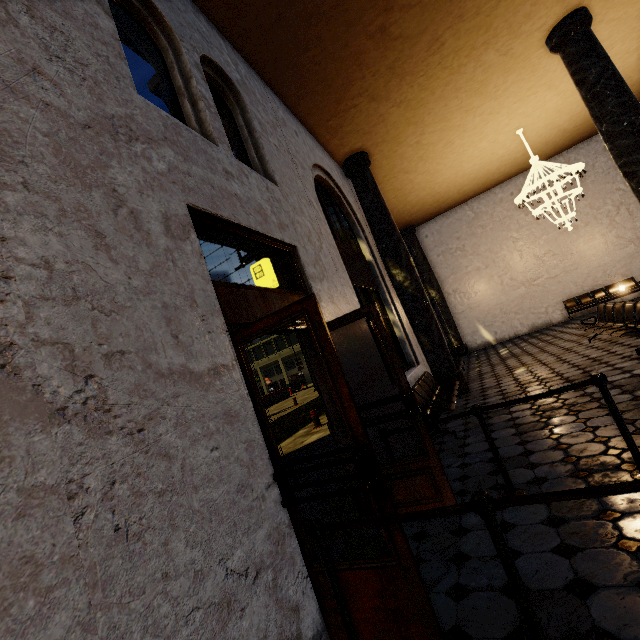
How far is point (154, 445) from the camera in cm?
153

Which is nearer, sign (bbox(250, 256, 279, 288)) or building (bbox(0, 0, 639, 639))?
building (bbox(0, 0, 639, 639))

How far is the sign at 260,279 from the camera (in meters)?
5.48

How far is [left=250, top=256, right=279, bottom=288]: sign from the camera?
5.48m

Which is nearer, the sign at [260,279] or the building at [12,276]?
the building at [12,276]
